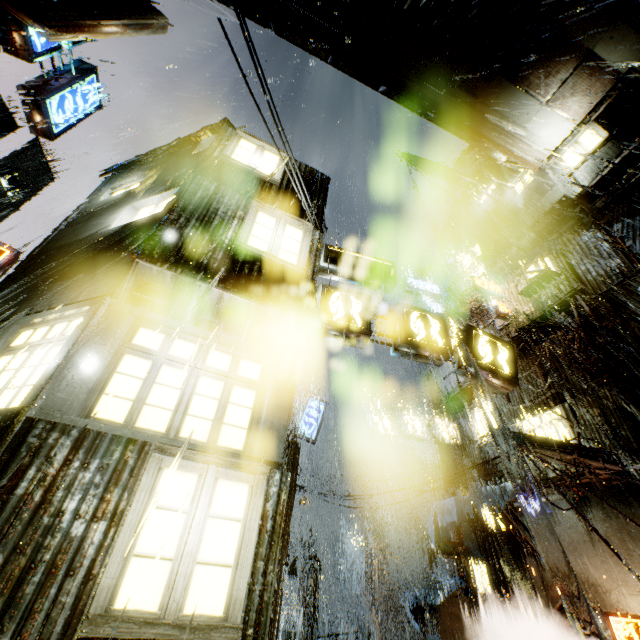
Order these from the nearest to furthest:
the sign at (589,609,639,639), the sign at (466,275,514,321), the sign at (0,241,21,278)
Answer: the sign at (589,609,639,639) → the sign at (0,241,21,278) → the sign at (466,275,514,321)

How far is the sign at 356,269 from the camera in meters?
8.8

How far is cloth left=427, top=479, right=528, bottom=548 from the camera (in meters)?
11.74

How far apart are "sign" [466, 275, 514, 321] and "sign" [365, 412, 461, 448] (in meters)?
7.31

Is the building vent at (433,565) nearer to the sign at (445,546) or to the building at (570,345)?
the building at (570,345)

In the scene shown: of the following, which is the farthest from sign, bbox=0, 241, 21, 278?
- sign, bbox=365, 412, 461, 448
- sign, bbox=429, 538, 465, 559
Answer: sign, bbox=429, 538, 465, 559

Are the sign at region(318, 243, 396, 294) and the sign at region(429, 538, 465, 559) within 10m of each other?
no

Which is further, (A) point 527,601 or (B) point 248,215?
(A) point 527,601
